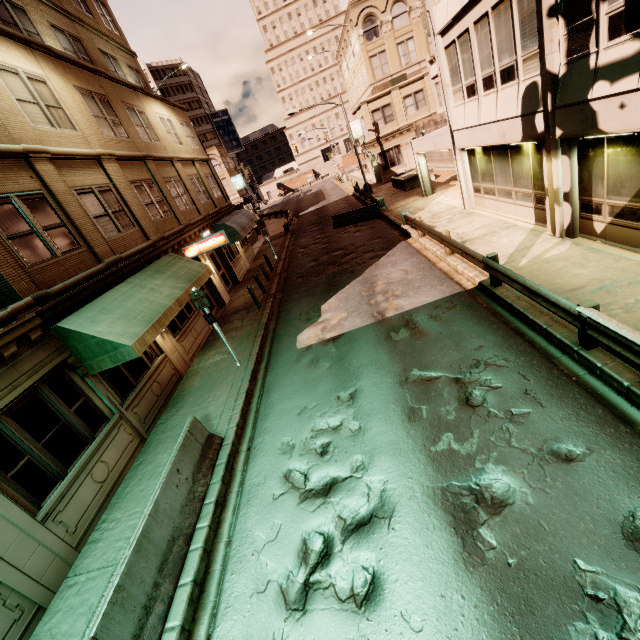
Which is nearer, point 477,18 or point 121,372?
point 121,372

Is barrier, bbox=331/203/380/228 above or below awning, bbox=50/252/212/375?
below

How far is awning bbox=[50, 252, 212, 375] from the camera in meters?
8.0 m

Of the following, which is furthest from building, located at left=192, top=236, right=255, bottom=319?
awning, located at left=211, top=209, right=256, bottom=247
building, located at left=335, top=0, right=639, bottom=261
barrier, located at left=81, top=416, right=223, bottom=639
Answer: building, located at left=335, top=0, right=639, bottom=261

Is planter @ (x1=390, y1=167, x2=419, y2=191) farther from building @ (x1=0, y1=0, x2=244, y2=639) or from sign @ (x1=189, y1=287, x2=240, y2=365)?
sign @ (x1=189, y1=287, x2=240, y2=365)

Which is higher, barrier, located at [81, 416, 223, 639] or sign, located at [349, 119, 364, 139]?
sign, located at [349, 119, 364, 139]

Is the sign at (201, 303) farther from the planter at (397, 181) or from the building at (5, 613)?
the planter at (397, 181)

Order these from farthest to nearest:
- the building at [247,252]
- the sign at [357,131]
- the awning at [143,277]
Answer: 1. the sign at [357,131]
2. the building at [247,252]
3. the awning at [143,277]
